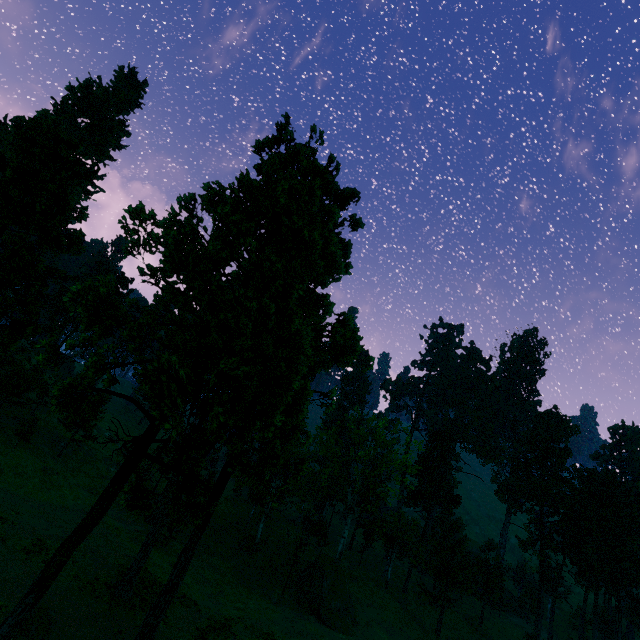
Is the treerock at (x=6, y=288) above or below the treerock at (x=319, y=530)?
above

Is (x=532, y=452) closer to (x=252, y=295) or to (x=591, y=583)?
(x=591, y=583)

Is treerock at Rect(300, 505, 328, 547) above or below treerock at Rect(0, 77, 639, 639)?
below

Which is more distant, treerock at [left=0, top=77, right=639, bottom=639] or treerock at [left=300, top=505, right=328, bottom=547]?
treerock at [left=300, top=505, right=328, bottom=547]

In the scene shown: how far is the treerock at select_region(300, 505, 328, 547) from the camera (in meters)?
44.03

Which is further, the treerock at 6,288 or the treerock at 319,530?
the treerock at 319,530
